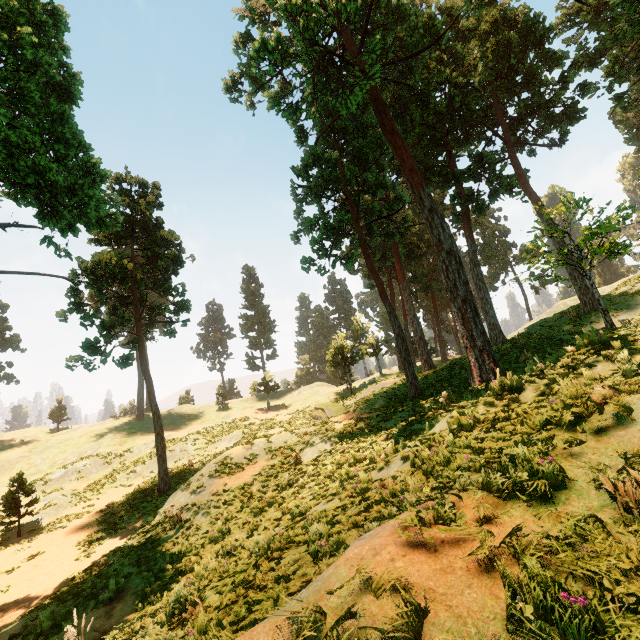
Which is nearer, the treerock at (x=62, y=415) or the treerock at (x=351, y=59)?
the treerock at (x=351, y=59)

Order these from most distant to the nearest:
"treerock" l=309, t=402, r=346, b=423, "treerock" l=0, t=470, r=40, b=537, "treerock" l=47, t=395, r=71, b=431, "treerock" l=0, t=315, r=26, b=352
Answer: "treerock" l=47, t=395, r=71, b=431 → "treerock" l=0, t=315, r=26, b=352 → "treerock" l=309, t=402, r=346, b=423 → "treerock" l=0, t=470, r=40, b=537

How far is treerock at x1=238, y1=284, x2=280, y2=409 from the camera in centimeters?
4498cm

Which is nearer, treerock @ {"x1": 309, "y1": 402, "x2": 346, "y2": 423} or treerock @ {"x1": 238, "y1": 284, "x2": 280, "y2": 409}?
treerock @ {"x1": 309, "y1": 402, "x2": 346, "y2": 423}

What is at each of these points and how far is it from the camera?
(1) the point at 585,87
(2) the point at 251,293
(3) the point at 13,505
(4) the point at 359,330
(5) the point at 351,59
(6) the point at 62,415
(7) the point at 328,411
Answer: (1) treerock, 22.14m
(2) treerock, 59.69m
(3) treerock, 18.69m
(4) treerock, 58.38m
(5) treerock, 20.25m
(6) treerock, 57.06m
(7) treerock, 25.83m
